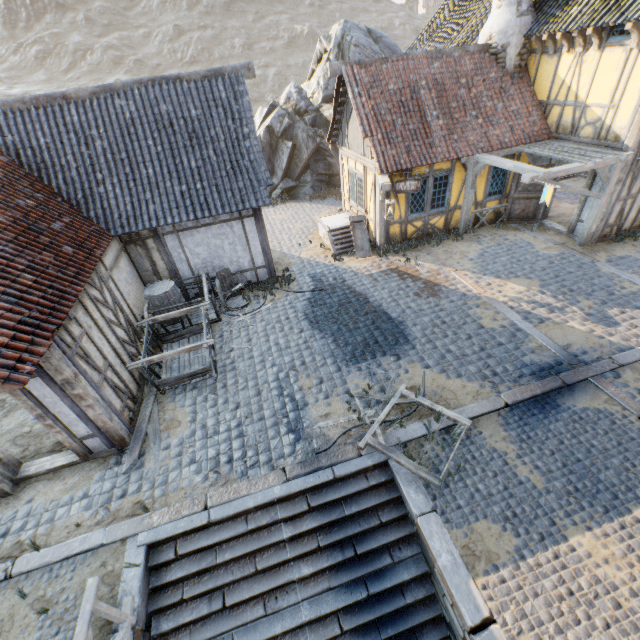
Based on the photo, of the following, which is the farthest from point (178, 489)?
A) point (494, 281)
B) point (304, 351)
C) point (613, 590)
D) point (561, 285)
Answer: point (561, 285)

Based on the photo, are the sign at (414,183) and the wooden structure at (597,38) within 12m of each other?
yes

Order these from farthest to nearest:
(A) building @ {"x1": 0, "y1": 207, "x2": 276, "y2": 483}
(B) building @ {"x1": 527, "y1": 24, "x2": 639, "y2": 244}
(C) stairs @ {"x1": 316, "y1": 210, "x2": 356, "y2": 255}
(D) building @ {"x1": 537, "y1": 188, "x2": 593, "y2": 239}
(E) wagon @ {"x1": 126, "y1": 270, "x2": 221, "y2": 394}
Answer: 1. (C) stairs @ {"x1": 316, "y1": 210, "x2": 356, "y2": 255}
2. (D) building @ {"x1": 537, "y1": 188, "x2": 593, "y2": 239}
3. (B) building @ {"x1": 527, "y1": 24, "x2": 639, "y2": 244}
4. (E) wagon @ {"x1": 126, "y1": 270, "x2": 221, "y2": 394}
5. (A) building @ {"x1": 0, "y1": 207, "x2": 276, "y2": 483}

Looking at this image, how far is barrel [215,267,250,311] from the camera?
9.89m

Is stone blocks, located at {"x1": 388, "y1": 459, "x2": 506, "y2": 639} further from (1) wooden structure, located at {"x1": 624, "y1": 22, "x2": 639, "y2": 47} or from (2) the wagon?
(1) wooden structure, located at {"x1": 624, "y1": 22, "x2": 639, "y2": 47}

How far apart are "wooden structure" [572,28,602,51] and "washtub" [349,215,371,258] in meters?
7.9

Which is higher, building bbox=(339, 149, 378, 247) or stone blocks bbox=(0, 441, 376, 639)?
building bbox=(339, 149, 378, 247)

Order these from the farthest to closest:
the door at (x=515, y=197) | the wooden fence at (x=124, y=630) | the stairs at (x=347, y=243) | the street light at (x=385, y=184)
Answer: the stairs at (x=347, y=243)
the door at (x=515, y=197)
the street light at (x=385, y=184)
the wooden fence at (x=124, y=630)
